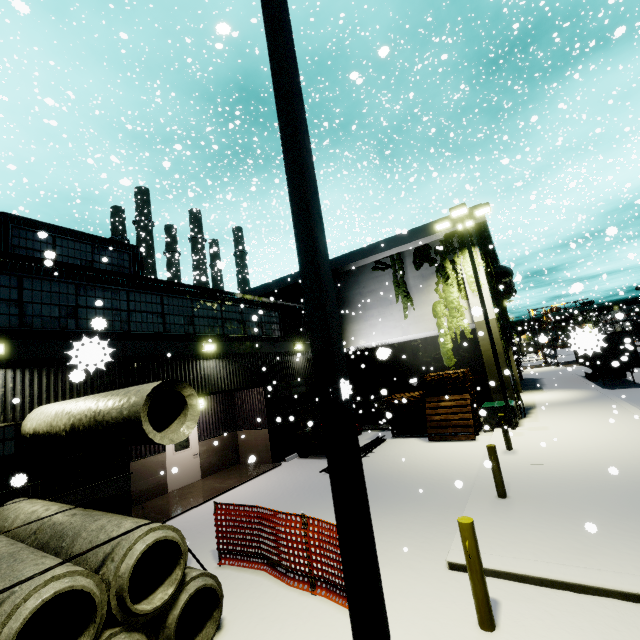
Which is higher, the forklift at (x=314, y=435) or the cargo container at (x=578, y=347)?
the cargo container at (x=578, y=347)

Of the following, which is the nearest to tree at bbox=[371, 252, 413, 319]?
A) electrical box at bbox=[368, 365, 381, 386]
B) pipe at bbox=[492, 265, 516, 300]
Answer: pipe at bbox=[492, 265, 516, 300]

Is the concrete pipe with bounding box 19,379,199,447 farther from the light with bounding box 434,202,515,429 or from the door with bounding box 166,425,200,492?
the light with bounding box 434,202,515,429

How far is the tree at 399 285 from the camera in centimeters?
1864cm

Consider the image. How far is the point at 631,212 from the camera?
30.8m

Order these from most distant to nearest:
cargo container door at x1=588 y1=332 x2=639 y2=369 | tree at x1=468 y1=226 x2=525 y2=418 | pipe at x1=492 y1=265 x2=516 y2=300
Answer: pipe at x1=492 y1=265 x2=516 y2=300 → tree at x1=468 y1=226 x2=525 y2=418 → cargo container door at x1=588 y1=332 x2=639 y2=369

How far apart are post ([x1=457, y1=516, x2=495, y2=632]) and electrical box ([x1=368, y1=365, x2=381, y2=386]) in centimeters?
1894cm

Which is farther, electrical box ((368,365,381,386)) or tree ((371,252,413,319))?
electrical box ((368,365,381,386))
